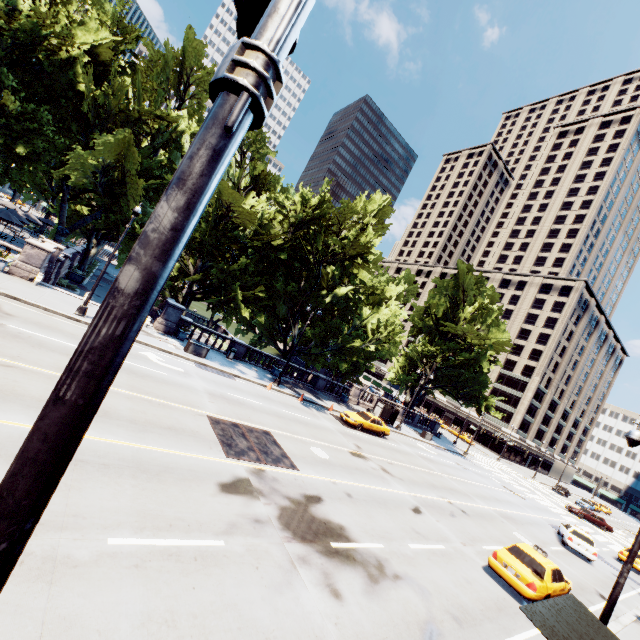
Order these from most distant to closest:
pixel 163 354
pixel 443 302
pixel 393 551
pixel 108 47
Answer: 1. pixel 443 302
2. pixel 108 47
3. pixel 163 354
4. pixel 393 551

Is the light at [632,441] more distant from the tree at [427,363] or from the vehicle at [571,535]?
the vehicle at [571,535]

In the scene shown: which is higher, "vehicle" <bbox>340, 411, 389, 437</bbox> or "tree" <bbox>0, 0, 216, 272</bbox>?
"tree" <bbox>0, 0, 216, 272</bbox>

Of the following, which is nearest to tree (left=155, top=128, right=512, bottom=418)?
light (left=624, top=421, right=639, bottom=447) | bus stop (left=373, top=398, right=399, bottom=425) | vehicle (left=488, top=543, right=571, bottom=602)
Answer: bus stop (left=373, top=398, right=399, bottom=425)

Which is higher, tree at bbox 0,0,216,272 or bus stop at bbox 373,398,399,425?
tree at bbox 0,0,216,272

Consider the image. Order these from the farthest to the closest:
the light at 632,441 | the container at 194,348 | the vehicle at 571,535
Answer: the container at 194,348 < the vehicle at 571,535 < the light at 632,441

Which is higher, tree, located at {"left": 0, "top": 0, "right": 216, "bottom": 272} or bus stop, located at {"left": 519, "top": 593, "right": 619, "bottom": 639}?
tree, located at {"left": 0, "top": 0, "right": 216, "bottom": 272}

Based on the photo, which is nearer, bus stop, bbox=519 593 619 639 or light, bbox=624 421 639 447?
bus stop, bbox=519 593 619 639
